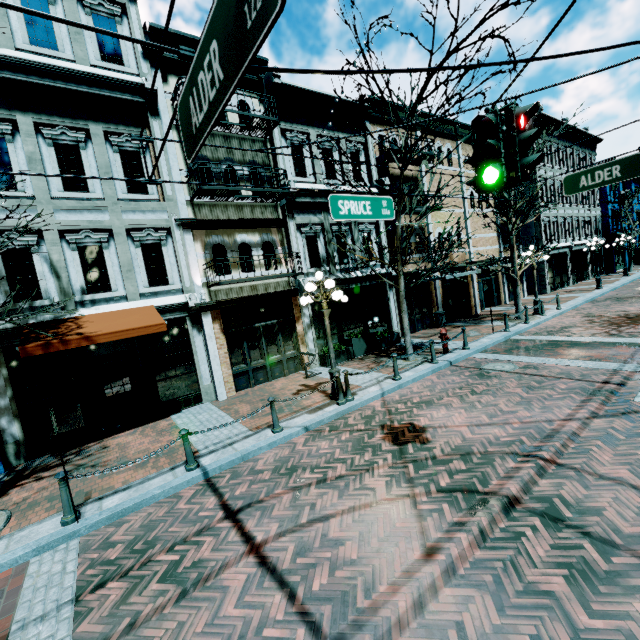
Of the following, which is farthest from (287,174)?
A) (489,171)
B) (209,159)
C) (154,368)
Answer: (489,171)

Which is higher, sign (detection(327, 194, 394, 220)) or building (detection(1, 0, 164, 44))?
building (detection(1, 0, 164, 44))

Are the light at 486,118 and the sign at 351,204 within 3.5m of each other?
yes

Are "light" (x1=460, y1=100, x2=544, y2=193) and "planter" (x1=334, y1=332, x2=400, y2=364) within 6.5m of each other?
no

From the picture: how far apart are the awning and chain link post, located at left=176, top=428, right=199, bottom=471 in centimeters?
314cm

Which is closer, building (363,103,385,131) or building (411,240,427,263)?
building (363,103,385,131)

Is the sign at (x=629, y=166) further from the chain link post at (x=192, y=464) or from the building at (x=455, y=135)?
the chain link post at (x=192, y=464)

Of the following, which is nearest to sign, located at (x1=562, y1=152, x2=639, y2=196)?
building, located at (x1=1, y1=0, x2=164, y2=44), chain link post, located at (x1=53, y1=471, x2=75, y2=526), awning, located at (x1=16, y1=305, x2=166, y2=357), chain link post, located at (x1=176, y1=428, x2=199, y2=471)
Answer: building, located at (x1=1, y1=0, x2=164, y2=44)
